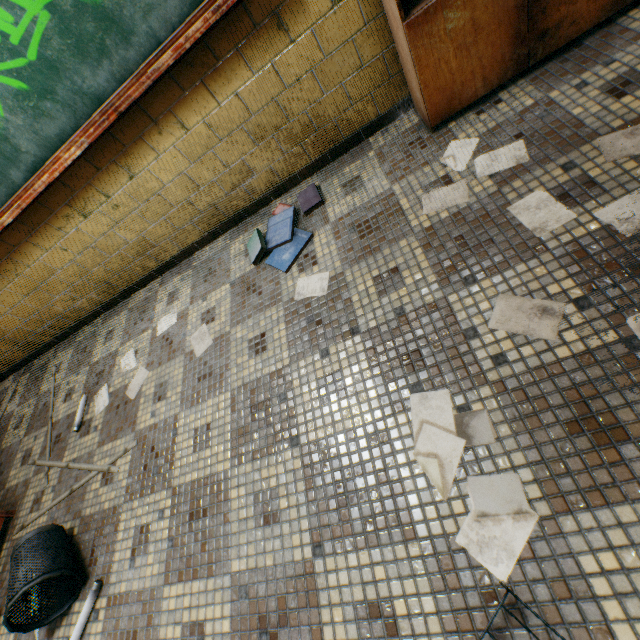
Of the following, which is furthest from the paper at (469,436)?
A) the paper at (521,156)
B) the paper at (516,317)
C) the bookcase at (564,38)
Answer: the bookcase at (564,38)

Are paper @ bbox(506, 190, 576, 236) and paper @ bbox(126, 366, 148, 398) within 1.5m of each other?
no

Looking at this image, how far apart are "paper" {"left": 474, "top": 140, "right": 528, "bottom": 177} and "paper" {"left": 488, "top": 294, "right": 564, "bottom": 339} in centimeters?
57cm

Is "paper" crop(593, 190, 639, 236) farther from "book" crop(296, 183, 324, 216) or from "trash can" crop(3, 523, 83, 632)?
"trash can" crop(3, 523, 83, 632)

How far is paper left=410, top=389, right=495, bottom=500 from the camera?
1.1 meters

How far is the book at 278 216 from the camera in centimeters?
195cm

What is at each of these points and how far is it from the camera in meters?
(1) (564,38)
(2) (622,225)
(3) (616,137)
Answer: (1) bookcase, 1.5 m
(2) paper, 1.1 m
(3) paper, 1.3 m

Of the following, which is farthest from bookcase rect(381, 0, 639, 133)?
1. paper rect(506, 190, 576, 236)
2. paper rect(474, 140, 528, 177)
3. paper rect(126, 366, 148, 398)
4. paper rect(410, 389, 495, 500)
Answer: paper rect(126, 366, 148, 398)
